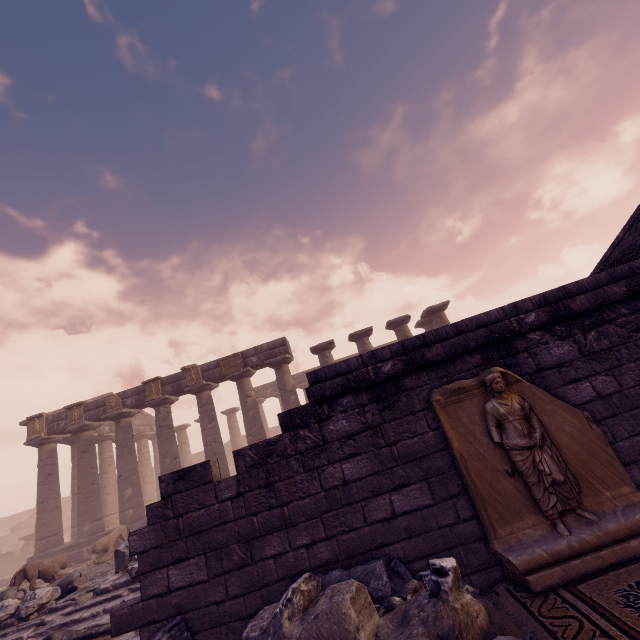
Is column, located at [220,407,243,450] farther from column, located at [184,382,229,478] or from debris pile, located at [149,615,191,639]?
debris pile, located at [149,615,191,639]

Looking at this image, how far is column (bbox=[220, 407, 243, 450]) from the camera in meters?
26.1

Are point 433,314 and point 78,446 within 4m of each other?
no

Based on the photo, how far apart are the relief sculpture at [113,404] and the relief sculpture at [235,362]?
5.6 meters

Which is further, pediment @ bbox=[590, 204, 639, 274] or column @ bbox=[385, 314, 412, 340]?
column @ bbox=[385, 314, 412, 340]

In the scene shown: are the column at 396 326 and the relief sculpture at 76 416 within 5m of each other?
no

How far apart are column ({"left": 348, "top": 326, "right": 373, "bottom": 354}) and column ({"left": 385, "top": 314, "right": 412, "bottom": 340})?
0.8 meters

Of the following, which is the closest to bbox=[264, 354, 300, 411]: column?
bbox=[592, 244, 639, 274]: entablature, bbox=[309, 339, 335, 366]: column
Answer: bbox=[309, 339, 335, 366]: column
